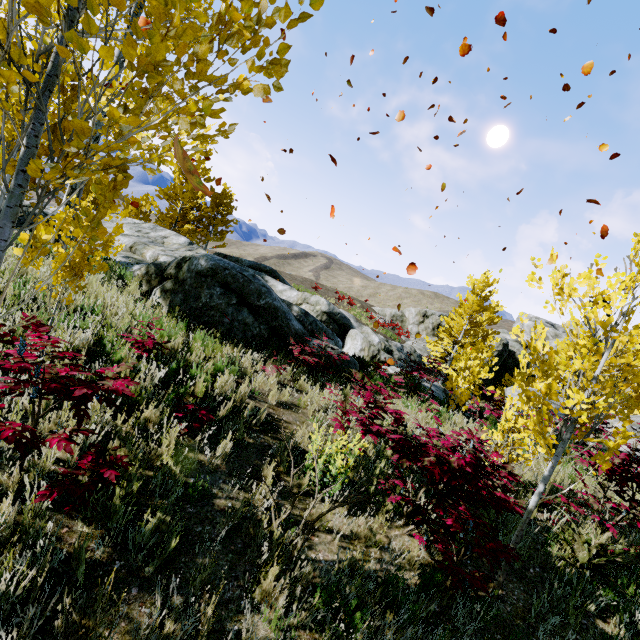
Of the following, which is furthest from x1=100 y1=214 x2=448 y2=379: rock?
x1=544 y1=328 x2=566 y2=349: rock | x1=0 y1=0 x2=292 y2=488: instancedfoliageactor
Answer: x1=544 y1=328 x2=566 y2=349: rock

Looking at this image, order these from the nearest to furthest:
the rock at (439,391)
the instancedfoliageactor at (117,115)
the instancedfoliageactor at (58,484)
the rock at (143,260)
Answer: the instancedfoliageactor at (117,115) < the instancedfoliageactor at (58,484) < the rock at (143,260) < the rock at (439,391)

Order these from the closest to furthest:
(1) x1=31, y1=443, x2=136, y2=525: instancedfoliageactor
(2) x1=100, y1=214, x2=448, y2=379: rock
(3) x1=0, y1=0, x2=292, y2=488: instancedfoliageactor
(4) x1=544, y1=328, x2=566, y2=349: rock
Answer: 1. (3) x1=0, y1=0, x2=292, y2=488: instancedfoliageactor
2. (1) x1=31, y1=443, x2=136, y2=525: instancedfoliageactor
3. (2) x1=100, y1=214, x2=448, y2=379: rock
4. (4) x1=544, y1=328, x2=566, y2=349: rock

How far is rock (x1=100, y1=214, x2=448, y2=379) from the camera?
7.51m

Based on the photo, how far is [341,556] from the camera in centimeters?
340cm

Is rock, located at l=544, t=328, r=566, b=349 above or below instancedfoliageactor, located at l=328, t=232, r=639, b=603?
above

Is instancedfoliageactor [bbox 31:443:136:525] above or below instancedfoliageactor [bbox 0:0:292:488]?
below

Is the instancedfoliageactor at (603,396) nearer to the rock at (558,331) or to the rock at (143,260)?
the rock at (143,260)
